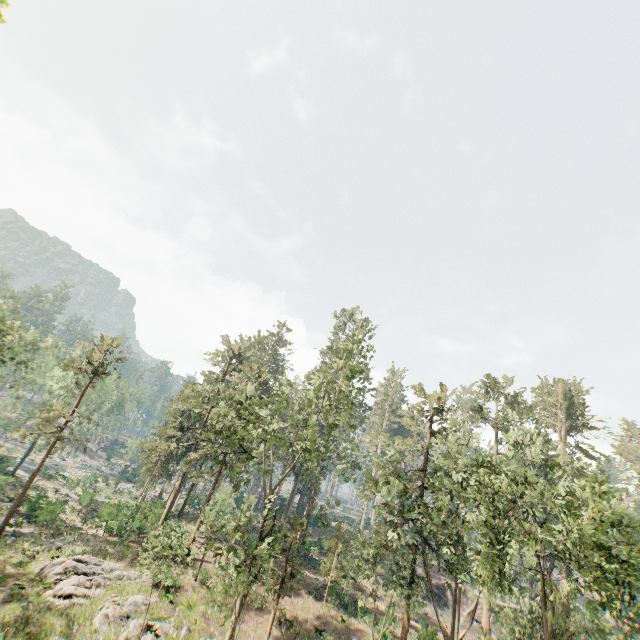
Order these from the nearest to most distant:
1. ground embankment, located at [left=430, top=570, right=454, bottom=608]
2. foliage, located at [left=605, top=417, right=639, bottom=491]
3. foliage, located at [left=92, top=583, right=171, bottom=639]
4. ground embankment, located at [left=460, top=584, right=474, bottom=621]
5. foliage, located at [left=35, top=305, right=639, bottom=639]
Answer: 1. foliage, located at [left=35, top=305, right=639, bottom=639]
2. foliage, located at [left=92, top=583, right=171, bottom=639]
3. ground embankment, located at [left=460, top=584, right=474, bottom=621]
4. ground embankment, located at [left=430, top=570, right=454, bottom=608]
5. foliage, located at [left=605, top=417, right=639, bottom=491]

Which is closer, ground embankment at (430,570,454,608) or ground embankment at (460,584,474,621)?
ground embankment at (460,584,474,621)

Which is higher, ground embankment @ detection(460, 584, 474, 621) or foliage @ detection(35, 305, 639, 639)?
foliage @ detection(35, 305, 639, 639)

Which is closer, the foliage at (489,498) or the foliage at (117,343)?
the foliage at (489,498)

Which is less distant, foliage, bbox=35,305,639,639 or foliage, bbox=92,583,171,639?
foliage, bbox=35,305,639,639

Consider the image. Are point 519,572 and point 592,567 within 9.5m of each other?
yes

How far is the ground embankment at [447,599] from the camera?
42.4 meters

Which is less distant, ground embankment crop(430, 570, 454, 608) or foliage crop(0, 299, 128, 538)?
foliage crop(0, 299, 128, 538)
